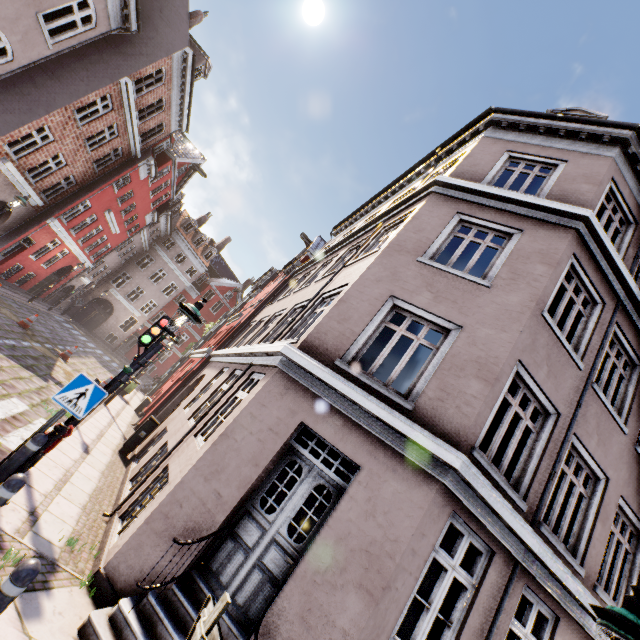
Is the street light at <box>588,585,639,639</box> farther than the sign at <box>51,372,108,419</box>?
No

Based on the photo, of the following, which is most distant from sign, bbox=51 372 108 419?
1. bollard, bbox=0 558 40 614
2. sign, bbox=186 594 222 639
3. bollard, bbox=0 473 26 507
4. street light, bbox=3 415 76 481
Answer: sign, bbox=186 594 222 639

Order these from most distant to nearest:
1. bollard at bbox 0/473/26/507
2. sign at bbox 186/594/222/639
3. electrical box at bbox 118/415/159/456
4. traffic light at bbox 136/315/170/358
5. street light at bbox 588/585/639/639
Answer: electrical box at bbox 118/415/159/456
traffic light at bbox 136/315/170/358
bollard at bbox 0/473/26/507
street light at bbox 588/585/639/639
sign at bbox 186/594/222/639

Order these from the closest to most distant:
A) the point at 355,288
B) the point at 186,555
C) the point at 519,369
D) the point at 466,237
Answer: the point at 186,555 → the point at 519,369 → the point at 355,288 → the point at 466,237

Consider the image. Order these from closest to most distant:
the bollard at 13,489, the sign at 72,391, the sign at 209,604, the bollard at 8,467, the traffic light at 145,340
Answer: the sign at 209,604
the bollard at 13,489
the bollard at 8,467
the sign at 72,391
the traffic light at 145,340

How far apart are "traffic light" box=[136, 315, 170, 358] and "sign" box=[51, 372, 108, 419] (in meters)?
1.67

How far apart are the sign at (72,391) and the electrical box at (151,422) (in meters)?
5.96

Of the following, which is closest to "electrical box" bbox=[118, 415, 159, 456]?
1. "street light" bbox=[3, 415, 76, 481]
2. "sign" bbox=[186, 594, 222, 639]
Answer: "street light" bbox=[3, 415, 76, 481]
